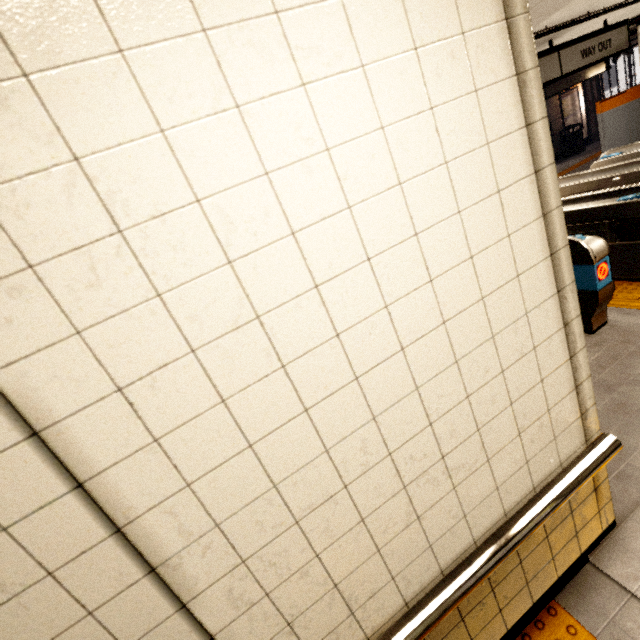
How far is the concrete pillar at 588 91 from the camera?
13.98m

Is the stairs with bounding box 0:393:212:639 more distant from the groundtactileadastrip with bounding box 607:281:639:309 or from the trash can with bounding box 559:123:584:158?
the trash can with bounding box 559:123:584:158

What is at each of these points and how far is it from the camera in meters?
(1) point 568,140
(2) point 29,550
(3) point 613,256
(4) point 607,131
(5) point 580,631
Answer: (1) trash can, 13.6 m
(2) stairs, 0.7 m
(3) ticket barrier, 3.9 m
(4) ticket machine, 7.4 m
(5) groundtactileadastrip, 1.5 m

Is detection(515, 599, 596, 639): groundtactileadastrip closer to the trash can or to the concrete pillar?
the trash can

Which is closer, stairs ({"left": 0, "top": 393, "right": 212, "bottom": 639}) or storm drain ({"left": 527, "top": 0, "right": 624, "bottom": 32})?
stairs ({"left": 0, "top": 393, "right": 212, "bottom": 639})

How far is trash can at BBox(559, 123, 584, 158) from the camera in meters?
13.3

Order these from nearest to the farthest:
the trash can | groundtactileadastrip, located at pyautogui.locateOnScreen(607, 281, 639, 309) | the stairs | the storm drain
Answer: the stairs → the storm drain → groundtactileadastrip, located at pyautogui.locateOnScreen(607, 281, 639, 309) → the trash can

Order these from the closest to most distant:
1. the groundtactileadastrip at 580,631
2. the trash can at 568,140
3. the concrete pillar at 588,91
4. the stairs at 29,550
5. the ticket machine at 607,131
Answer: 1. the stairs at 29,550
2. the groundtactileadastrip at 580,631
3. the ticket machine at 607,131
4. the trash can at 568,140
5. the concrete pillar at 588,91
